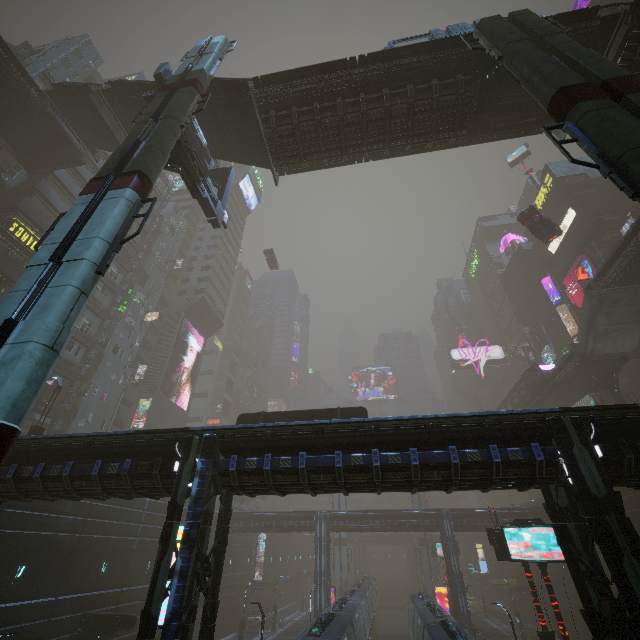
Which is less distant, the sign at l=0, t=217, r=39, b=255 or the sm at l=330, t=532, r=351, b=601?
the sign at l=0, t=217, r=39, b=255

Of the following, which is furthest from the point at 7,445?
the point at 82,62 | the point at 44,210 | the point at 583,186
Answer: the point at 583,186

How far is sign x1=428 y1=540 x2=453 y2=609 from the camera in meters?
39.6 m

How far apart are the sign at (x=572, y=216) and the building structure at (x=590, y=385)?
22.74m

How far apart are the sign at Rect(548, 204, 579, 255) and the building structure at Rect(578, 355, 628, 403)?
22.7 meters

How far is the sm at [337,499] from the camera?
57.16m

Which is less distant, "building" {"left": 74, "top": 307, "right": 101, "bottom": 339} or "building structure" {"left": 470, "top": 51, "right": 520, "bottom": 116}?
"building structure" {"left": 470, "top": 51, "right": 520, "bottom": 116}

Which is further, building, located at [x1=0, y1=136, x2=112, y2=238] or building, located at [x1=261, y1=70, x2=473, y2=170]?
building, located at [x1=0, y1=136, x2=112, y2=238]
